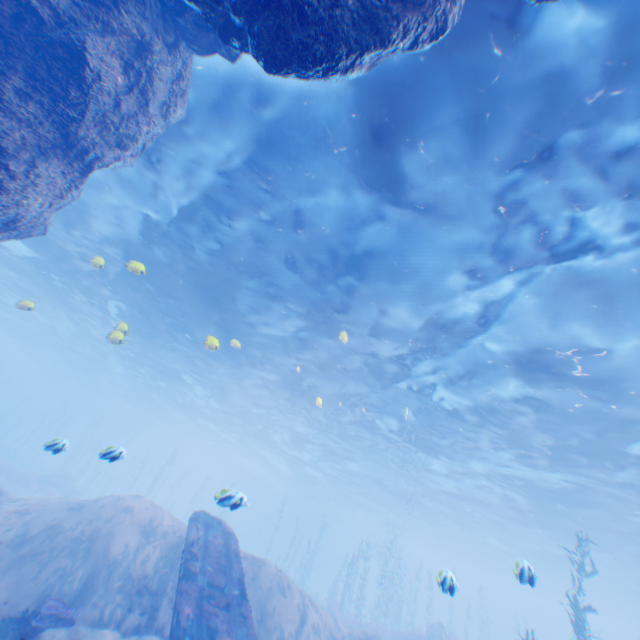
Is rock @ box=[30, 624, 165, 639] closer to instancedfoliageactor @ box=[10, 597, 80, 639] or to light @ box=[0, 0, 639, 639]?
instancedfoliageactor @ box=[10, 597, 80, 639]

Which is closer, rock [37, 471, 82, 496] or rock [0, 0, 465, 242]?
rock [0, 0, 465, 242]

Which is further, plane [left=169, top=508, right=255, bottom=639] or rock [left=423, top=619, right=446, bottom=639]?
rock [left=423, top=619, right=446, bottom=639]

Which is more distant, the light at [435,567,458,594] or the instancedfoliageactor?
the instancedfoliageactor

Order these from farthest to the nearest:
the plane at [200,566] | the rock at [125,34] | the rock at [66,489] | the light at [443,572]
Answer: the rock at [66,489] → the plane at [200,566] → the light at [443,572] → the rock at [125,34]

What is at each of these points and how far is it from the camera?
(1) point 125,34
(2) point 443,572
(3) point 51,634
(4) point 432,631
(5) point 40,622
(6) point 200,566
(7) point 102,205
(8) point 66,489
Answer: (1) rock, 6.4 meters
(2) light, 6.2 meters
(3) rock, 6.5 meters
(4) rock, 20.7 meters
(5) instancedfoliageactor, 7.0 meters
(6) plane, 8.4 meters
(7) light, 14.7 meters
(8) rock, 28.9 meters

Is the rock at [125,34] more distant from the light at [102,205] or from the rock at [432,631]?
the rock at [432,631]

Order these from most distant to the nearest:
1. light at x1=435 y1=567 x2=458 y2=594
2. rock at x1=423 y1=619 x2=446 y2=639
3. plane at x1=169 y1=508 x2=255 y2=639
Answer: rock at x1=423 y1=619 x2=446 y2=639 → plane at x1=169 y1=508 x2=255 y2=639 → light at x1=435 y1=567 x2=458 y2=594
